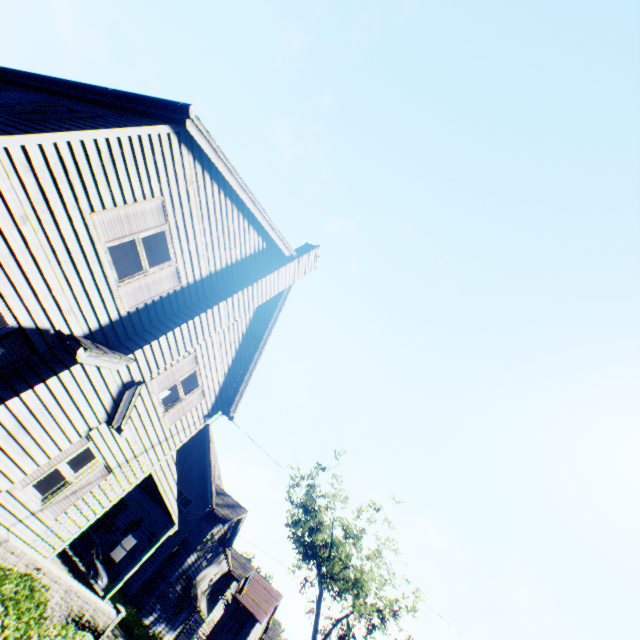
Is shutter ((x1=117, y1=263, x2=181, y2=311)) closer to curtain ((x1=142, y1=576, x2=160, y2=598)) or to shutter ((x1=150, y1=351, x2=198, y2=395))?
shutter ((x1=150, y1=351, x2=198, y2=395))

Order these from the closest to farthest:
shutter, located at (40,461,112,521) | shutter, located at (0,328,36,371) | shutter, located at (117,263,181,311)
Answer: shutter, located at (0,328,36,371) → shutter, located at (117,263,181,311) → shutter, located at (40,461,112,521)

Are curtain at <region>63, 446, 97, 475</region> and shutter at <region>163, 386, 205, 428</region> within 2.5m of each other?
yes

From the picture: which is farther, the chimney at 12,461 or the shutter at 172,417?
the shutter at 172,417

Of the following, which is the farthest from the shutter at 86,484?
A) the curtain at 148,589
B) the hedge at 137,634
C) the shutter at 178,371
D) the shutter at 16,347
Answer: the curtain at 148,589

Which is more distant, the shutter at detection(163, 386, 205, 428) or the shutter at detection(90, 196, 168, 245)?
the shutter at detection(163, 386, 205, 428)

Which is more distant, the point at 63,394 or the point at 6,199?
the point at 63,394
